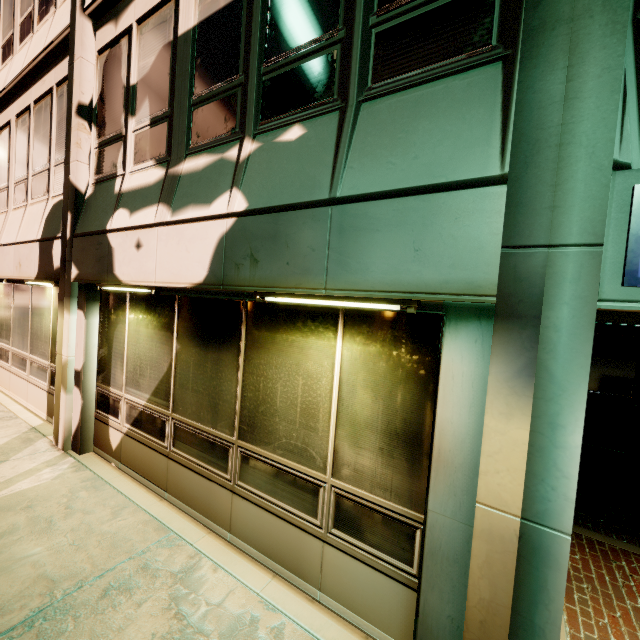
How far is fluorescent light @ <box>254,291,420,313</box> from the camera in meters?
2.5

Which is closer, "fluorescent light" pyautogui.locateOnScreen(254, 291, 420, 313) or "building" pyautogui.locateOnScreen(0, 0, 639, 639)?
"building" pyautogui.locateOnScreen(0, 0, 639, 639)

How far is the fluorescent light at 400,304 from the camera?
2.5m

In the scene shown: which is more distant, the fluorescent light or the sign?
the fluorescent light

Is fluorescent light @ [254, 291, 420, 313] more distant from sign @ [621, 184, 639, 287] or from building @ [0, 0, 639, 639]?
sign @ [621, 184, 639, 287]

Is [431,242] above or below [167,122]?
below

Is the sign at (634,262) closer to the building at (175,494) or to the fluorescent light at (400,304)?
the building at (175,494)
